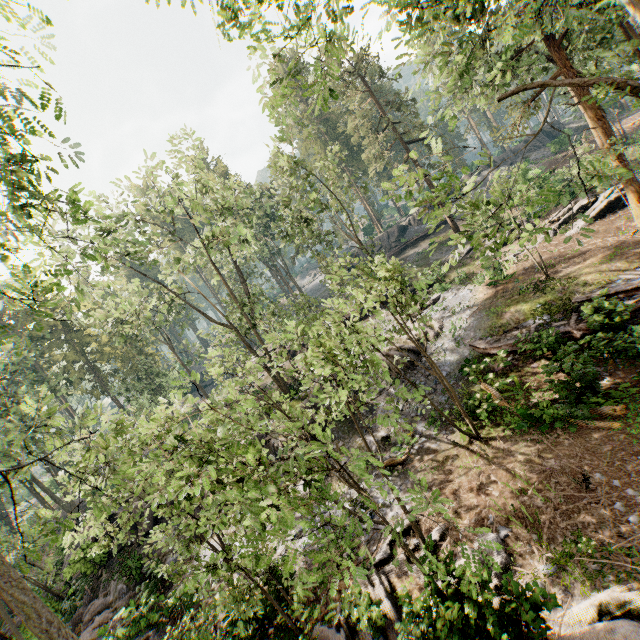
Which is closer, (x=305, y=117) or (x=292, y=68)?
(x=292, y=68)

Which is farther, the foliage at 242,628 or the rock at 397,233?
the rock at 397,233

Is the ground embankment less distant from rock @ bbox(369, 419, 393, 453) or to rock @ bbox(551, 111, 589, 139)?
rock @ bbox(369, 419, 393, 453)

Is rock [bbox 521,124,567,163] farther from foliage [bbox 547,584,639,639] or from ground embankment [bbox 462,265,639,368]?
ground embankment [bbox 462,265,639,368]

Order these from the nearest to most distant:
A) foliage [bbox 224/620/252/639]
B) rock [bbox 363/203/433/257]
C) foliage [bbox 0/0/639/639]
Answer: foliage [bbox 0/0/639/639] → foliage [bbox 224/620/252/639] → rock [bbox 363/203/433/257]

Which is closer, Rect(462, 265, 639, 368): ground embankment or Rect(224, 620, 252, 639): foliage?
Rect(224, 620, 252, 639): foliage

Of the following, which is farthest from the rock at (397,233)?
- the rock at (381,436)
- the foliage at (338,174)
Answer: the rock at (381,436)
